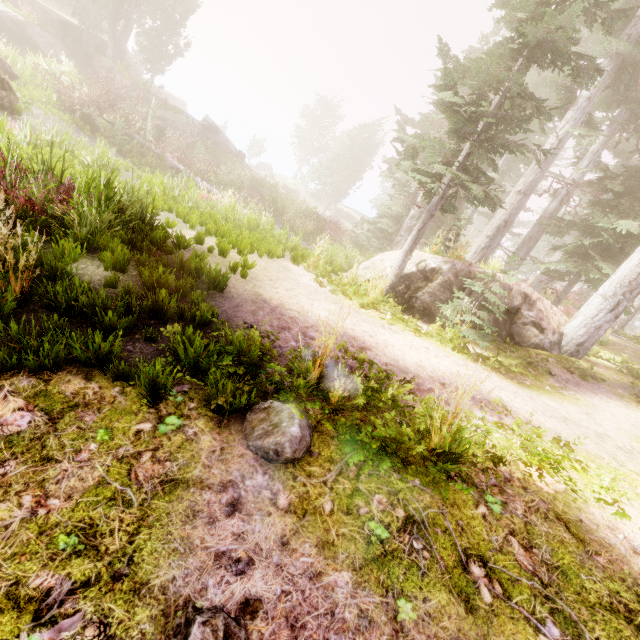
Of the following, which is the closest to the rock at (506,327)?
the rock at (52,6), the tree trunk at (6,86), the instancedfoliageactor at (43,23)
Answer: the instancedfoliageactor at (43,23)

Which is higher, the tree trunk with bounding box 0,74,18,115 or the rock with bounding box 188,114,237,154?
the rock with bounding box 188,114,237,154

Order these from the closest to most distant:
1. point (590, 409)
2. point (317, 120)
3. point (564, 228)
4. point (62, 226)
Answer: point (62, 226)
point (590, 409)
point (564, 228)
point (317, 120)

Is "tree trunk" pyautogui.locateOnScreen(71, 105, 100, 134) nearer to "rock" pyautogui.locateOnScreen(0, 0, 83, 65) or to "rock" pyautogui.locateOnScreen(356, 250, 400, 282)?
"rock" pyautogui.locateOnScreen(0, 0, 83, 65)

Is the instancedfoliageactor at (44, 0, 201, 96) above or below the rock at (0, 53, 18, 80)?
above

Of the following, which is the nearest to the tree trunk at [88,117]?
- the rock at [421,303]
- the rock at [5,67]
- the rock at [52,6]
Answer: the rock at [5,67]

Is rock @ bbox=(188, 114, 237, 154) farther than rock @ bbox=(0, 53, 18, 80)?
Yes

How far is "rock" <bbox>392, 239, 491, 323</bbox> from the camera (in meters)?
9.48
